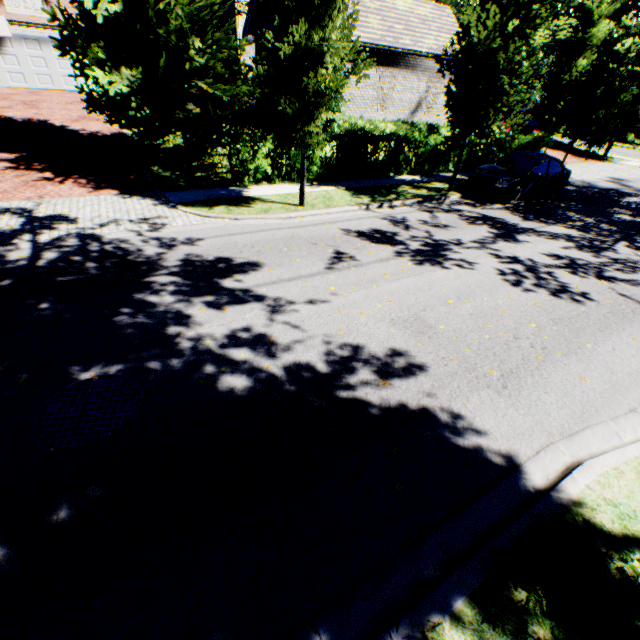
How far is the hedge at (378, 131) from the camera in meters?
12.8 m

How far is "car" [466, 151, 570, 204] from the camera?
12.5 meters

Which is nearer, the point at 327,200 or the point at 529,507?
the point at 529,507

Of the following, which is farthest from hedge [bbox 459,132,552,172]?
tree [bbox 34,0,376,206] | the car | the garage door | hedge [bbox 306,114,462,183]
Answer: the garage door

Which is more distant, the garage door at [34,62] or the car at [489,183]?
the garage door at [34,62]

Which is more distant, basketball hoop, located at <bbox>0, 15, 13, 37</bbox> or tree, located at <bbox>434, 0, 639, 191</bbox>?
basketball hoop, located at <bbox>0, 15, 13, 37</bbox>

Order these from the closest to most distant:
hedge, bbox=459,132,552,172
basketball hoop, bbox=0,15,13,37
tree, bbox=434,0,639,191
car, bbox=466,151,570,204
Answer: tree, bbox=434,0,639,191 → car, bbox=466,151,570,204 → hedge, bbox=459,132,552,172 → basketball hoop, bbox=0,15,13,37

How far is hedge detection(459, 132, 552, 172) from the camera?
16.3m
